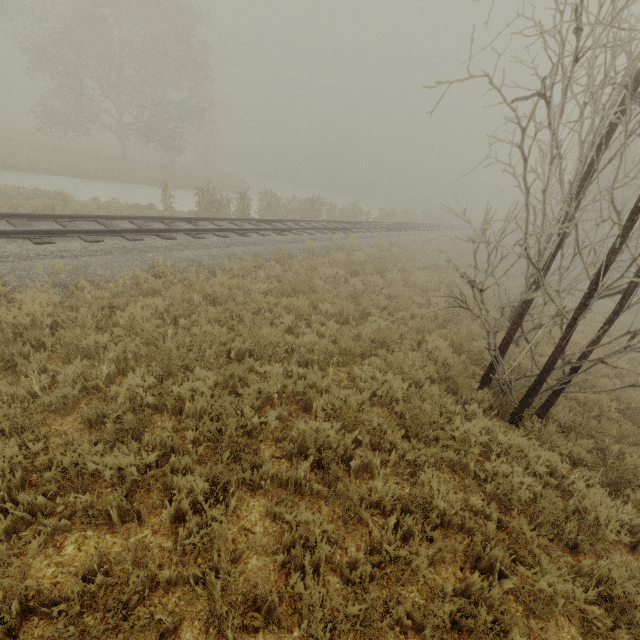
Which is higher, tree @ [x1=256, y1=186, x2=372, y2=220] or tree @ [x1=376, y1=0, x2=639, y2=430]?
tree @ [x1=376, y1=0, x2=639, y2=430]

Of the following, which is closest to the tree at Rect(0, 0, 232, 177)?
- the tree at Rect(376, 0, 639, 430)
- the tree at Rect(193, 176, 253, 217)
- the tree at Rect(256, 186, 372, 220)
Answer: the tree at Rect(256, 186, 372, 220)

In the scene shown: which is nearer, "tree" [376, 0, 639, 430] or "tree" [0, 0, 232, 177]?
"tree" [376, 0, 639, 430]

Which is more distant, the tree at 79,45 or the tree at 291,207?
the tree at 79,45

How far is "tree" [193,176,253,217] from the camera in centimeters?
1532cm

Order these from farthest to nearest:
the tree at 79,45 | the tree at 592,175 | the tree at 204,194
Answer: the tree at 79,45
the tree at 204,194
the tree at 592,175

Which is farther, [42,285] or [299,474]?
[42,285]

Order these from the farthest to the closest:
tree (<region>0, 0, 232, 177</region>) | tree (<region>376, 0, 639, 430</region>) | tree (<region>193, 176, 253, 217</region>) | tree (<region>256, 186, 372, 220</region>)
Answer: tree (<region>0, 0, 232, 177</region>)
tree (<region>256, 186, 372, 220</region>)
tree (<region>193, 176, 253, 217</region>)
tree (<region>376, 0, 639, 430</region>)
